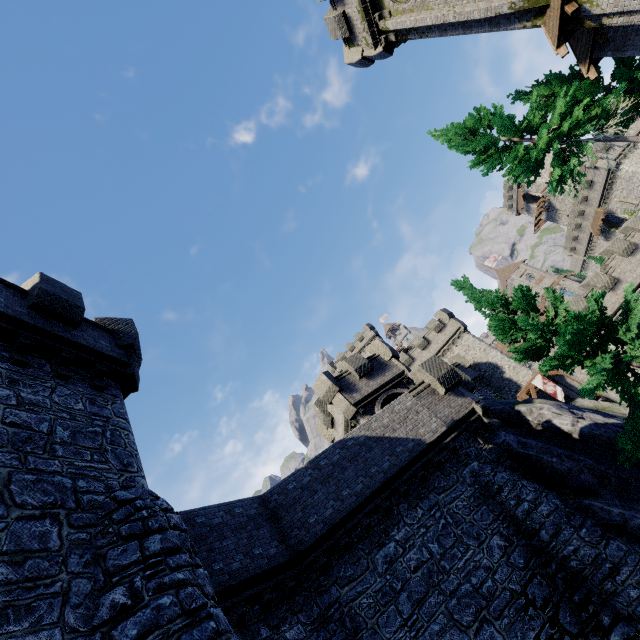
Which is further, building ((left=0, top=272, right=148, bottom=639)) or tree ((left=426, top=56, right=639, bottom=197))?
tree ((left=426, top=56, right=639, bottom=197))

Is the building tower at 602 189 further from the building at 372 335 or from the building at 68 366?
the building at 68 366

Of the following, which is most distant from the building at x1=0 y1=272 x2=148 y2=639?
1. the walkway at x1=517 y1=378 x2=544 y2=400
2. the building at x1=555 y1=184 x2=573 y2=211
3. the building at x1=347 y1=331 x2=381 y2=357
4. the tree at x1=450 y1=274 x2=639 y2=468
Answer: the building at x1=555 y1=184 x2=573 y2=211

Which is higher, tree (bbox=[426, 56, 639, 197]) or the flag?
tree (bbox=[426, 56, 639, 197])

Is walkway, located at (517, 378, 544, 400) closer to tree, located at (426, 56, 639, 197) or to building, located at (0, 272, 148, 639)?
tree, located at (426, 56, 639, 197)

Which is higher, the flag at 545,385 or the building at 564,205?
the building at 564,205

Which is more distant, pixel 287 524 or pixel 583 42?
pixel 583 42

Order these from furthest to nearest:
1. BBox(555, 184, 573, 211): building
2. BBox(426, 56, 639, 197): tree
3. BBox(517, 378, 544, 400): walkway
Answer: BBox(555, 184, 573, 211): building → BBox(517, 378, 544, 400): walkway → BBox(426, 56, 639, 197): tree
